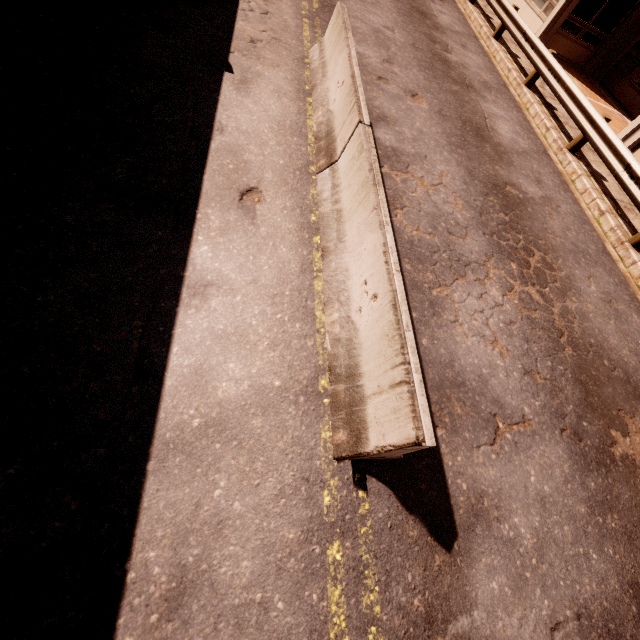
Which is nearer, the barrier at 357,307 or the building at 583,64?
the barrier at 357,307

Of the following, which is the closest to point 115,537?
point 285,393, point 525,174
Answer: point 285,393

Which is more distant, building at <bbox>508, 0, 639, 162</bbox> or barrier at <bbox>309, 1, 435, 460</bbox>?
building at <bbox>508, 0, 639, 162</bbox>
